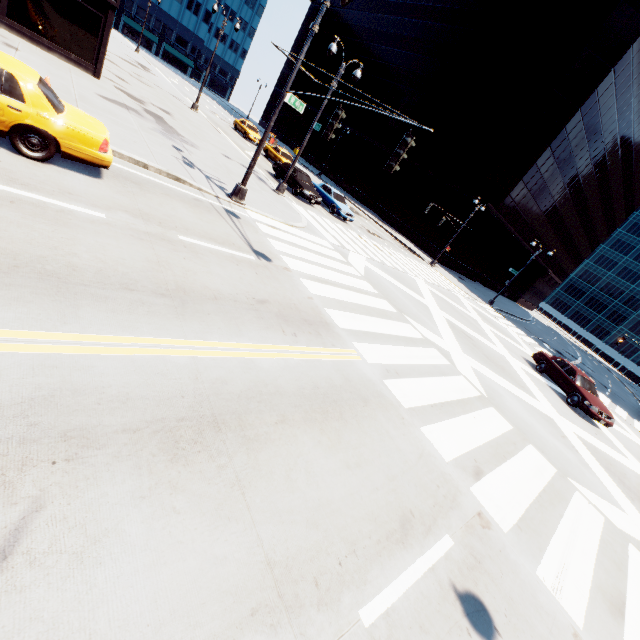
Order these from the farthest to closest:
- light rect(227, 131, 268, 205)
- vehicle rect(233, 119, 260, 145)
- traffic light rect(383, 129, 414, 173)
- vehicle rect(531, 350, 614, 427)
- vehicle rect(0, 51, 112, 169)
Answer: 1. vehicle rect(233, 119, 260, 145)
2. vehicle rect(531, 350, 614, 427)
3. light rect(227, 131, 268, 205)
4. traffic light rect(383, 129, 414, 173)
5. vehicle rect(0, 51, 112, 169)

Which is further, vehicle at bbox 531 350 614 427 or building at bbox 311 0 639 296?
building at bbox 311 0 639 296

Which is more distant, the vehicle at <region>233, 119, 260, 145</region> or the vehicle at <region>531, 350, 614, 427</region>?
the vehicle at <region>233, 119, 260, 145</region>

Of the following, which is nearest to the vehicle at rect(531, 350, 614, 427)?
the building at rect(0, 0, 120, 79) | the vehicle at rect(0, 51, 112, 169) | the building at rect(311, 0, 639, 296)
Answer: the vehicle at rect(0, 51, 112, 169)

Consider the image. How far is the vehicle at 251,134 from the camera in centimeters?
3322cm

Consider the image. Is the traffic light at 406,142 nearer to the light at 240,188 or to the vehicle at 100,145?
the light at 240,188

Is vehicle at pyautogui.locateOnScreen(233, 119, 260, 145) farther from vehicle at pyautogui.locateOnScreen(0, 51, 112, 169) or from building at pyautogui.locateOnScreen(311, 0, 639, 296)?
vehicle at pyautogui.locateOnScreen(0, 51, 112, 169)

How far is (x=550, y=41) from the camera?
34.1m
